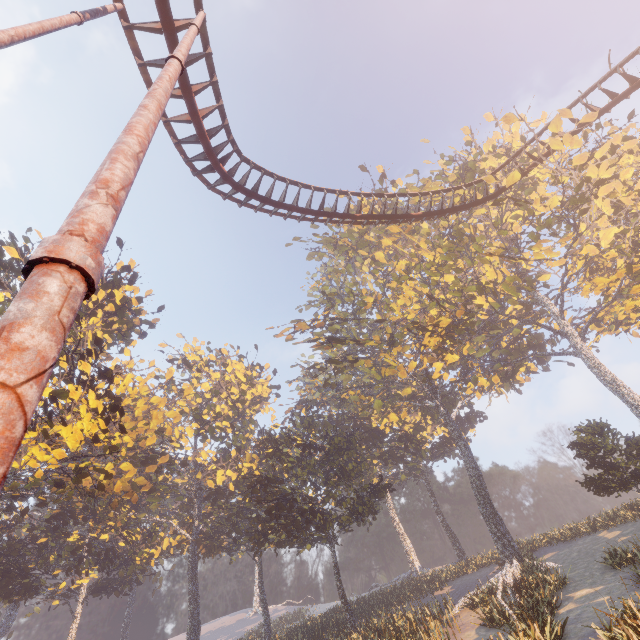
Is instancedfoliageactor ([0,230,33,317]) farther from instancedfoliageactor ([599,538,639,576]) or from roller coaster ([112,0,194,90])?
roller coaster ([112,0,194,90])

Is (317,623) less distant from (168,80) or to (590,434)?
(590,434)

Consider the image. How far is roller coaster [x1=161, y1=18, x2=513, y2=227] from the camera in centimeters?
1067cm

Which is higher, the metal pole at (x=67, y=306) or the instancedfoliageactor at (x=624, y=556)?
the metal pole at (x=67, y=306)

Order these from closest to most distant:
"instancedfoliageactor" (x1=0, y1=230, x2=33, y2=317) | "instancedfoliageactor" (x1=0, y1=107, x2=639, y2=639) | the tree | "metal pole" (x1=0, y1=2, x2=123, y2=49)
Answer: "metal pole" (x1=0, y1=2, x2=123, y2=49) → "instancedfoliageactor" (x1=0, y1=107, x2=639, y2=639) → "instancedfoliageactor" (x1=0, y1=230, x2=33, y2=317) → the tree

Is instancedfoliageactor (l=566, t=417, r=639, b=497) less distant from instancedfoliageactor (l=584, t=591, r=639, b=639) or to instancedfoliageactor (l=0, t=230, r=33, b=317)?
instancedfoliageactor (l=0, t=230, r=33, b=317)

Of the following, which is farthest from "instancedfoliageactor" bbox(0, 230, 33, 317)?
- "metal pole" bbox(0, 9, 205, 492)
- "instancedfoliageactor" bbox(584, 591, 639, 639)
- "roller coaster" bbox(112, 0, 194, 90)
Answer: "instancedfoliageactor" bbox(584, 591, 639, 639)

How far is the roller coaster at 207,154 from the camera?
10.67m
